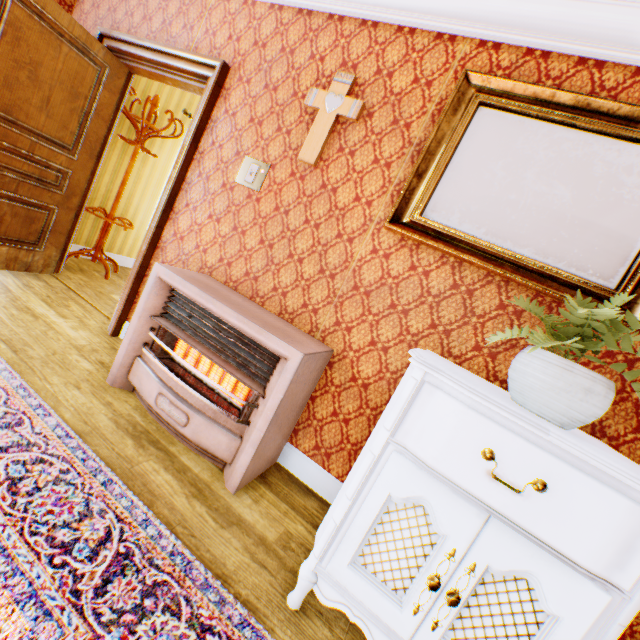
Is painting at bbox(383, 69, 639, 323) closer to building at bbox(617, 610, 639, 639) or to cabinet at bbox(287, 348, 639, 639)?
building at bbox(617, 610, 639, 639)

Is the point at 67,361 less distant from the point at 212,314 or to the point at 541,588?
the point at 212,314

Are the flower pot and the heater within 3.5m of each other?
yes

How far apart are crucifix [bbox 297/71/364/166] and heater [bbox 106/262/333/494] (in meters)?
1.06

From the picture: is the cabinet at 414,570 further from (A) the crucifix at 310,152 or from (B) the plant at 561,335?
(A) the crucifix at 310,152

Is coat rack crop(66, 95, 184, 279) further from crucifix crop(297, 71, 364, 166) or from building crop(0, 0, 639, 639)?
crucifix crop(297, 71, 364, 166)

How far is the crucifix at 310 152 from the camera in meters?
2.1

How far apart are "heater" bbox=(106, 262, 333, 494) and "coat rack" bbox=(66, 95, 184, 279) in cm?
228
